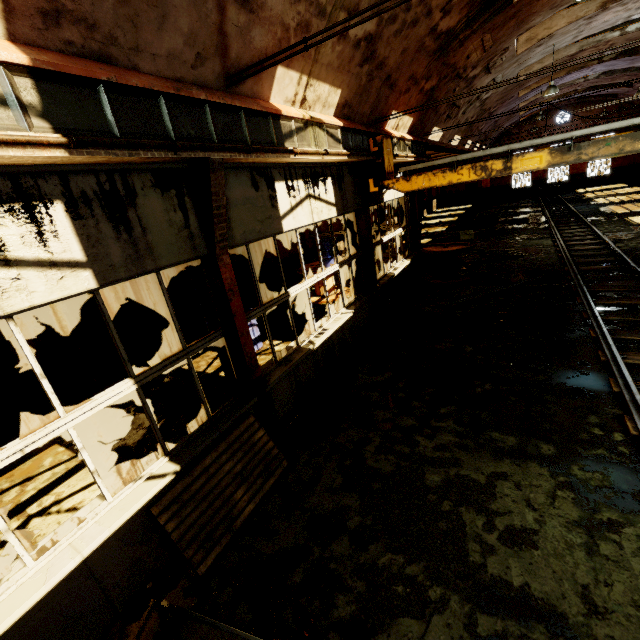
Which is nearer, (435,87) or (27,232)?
(27,232)

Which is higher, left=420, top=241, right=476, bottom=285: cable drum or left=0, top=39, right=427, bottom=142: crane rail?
left=0, top=39, right=427, bottom=142: crane rail

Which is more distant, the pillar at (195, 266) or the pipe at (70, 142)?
the pillar at (195, 266)

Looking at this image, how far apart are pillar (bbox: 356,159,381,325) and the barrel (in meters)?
2.68

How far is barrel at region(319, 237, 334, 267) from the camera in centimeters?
1130cm

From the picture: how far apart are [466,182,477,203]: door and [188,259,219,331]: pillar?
40.1m

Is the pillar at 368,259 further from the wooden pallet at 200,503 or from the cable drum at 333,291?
the wooden pallet at 200,503

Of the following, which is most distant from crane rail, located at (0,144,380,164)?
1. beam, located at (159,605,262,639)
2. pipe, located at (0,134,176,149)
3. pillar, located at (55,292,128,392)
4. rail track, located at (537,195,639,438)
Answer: rail track, located at (537,195,639,438)
